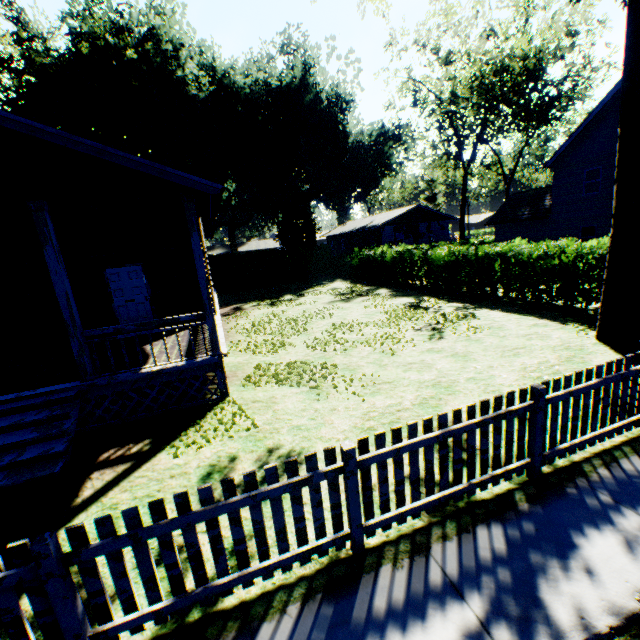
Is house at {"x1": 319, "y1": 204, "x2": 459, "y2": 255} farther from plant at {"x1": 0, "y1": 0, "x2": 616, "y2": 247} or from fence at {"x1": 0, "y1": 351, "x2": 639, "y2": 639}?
fence at {"x1": 0, "y1": 351, "x2": 639, "y2": 639}

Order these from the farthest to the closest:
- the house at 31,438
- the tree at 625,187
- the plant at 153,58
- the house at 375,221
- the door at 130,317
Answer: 1. the house at 375,221
2. the plant at 153,58
3. the door at 130,317
4. the tree at 625,187
5. the house at 31,438

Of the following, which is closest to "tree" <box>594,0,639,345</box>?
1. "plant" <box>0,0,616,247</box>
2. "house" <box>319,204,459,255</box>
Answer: "plant" <box>0,0,616,247</box>

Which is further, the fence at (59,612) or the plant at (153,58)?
the plant at (153,58)

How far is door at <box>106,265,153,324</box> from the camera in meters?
10.5 m

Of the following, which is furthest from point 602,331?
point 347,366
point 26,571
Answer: point 26,571

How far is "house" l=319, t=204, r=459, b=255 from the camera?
40.2 meters

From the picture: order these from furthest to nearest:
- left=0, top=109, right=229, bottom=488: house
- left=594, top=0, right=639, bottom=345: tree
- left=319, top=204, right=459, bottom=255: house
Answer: left=319, top=204, right=459, bottom=255: house, left=594, top=0, right=639, bottom=345: tree, left=0, top=109, right=229, bottom=488: house
